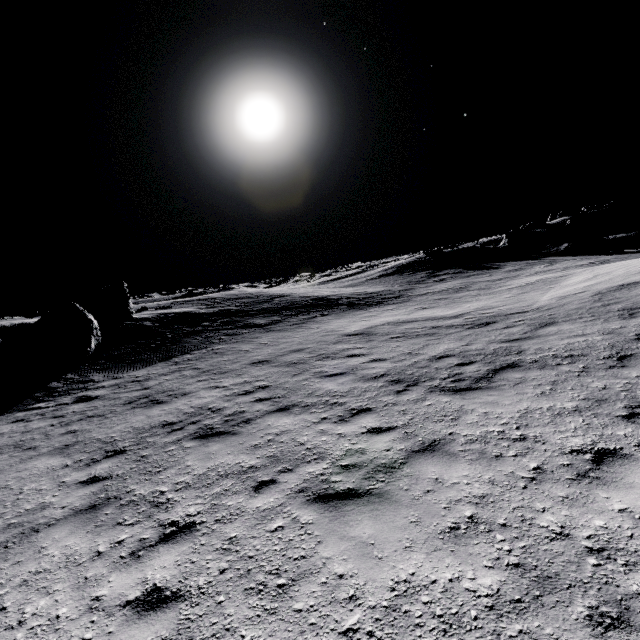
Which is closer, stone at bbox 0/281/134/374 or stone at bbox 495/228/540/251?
stone at bbox 0/281/134/374

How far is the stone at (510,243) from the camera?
41.50m

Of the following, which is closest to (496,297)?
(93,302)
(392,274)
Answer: (392,274)

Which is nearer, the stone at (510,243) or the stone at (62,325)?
the stone at (62,325)

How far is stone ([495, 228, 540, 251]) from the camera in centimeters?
4150cm
